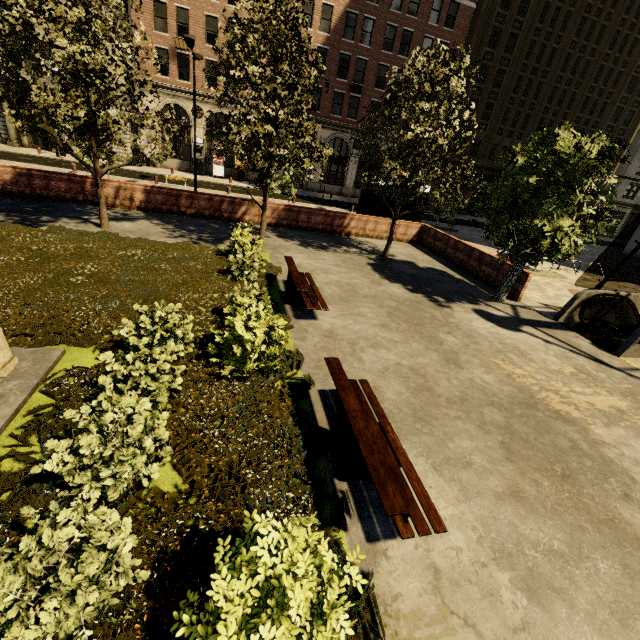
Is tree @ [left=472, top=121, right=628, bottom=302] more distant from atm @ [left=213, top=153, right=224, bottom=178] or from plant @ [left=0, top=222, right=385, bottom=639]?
atm @ [left=213, top=153, right=224, bottom=178]

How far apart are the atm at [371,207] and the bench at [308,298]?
9.43m

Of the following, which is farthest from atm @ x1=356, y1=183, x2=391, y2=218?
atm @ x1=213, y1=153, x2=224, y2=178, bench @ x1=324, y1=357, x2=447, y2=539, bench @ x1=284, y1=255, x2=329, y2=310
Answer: atm @ x1=213, y1=153, x2=224, y2=178

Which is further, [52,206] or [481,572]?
[52,206]

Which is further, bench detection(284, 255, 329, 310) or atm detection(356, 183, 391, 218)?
atm detection(356, 183, 391, 218)

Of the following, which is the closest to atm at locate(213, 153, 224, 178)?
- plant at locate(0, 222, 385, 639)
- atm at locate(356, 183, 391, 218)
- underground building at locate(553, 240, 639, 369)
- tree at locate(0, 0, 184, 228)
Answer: tree at locate(0, 0, 184, 228)

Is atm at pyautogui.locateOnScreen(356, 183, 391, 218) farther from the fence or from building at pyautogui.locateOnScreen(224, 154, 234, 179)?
building at pyautogui.locateOnScreen(224, 154, 234, 179)

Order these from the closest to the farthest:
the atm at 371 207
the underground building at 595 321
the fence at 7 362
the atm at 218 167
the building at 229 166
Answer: the fence at 7 362
the underground building at 595 321
the atm at 371 207
the atm at 218 167
the building at 229 166
